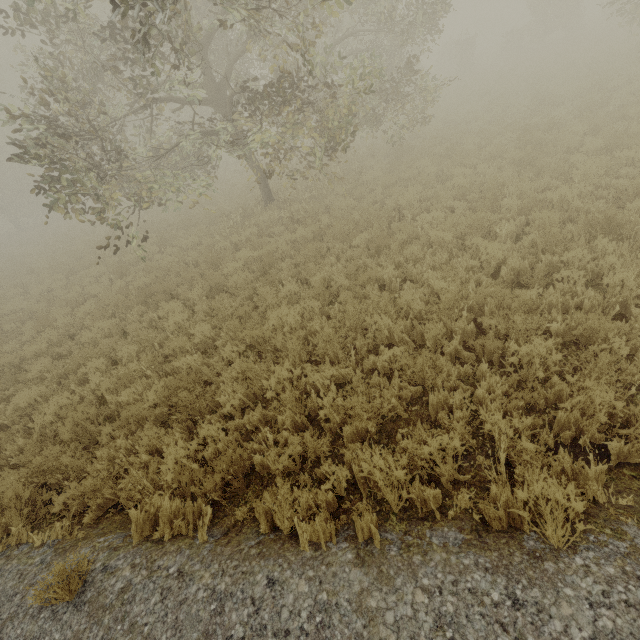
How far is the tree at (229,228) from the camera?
10.6m

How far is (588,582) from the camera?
2.34m

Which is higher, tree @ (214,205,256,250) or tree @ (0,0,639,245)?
tree @ (0,0,639,245)

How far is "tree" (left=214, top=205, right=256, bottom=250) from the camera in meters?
10.6

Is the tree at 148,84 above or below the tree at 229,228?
above

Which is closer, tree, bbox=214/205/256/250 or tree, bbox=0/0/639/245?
tree, bbox=0/0/639/245
